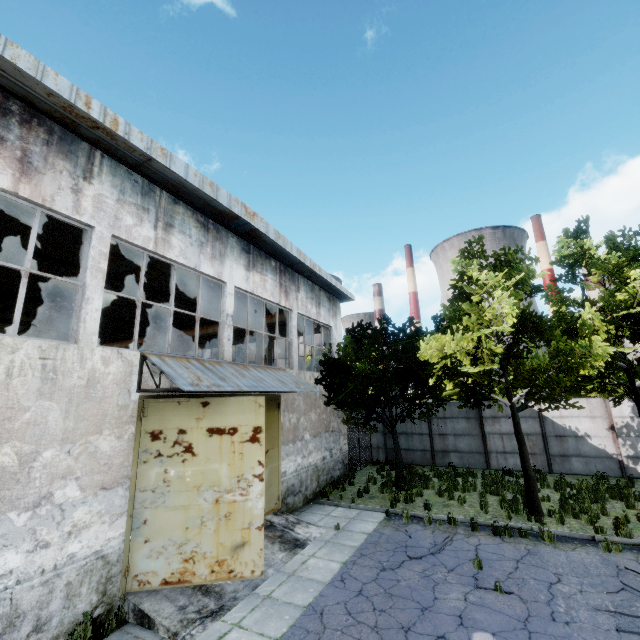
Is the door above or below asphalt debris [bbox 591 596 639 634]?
above

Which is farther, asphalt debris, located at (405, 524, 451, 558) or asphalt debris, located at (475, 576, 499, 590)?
asphalt debris, located at (405, 524, 451, 558)

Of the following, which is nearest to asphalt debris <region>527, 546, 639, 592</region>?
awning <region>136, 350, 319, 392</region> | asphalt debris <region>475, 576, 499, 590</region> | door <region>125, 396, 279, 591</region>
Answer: asphalt debris <region>475, 576, 499, 590</region>

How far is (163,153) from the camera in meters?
8.1

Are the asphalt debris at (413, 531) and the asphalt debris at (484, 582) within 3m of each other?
yes

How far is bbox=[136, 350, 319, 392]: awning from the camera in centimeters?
A: 716cm

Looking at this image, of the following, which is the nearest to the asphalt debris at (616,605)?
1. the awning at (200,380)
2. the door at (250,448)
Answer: the door at (250,448)
